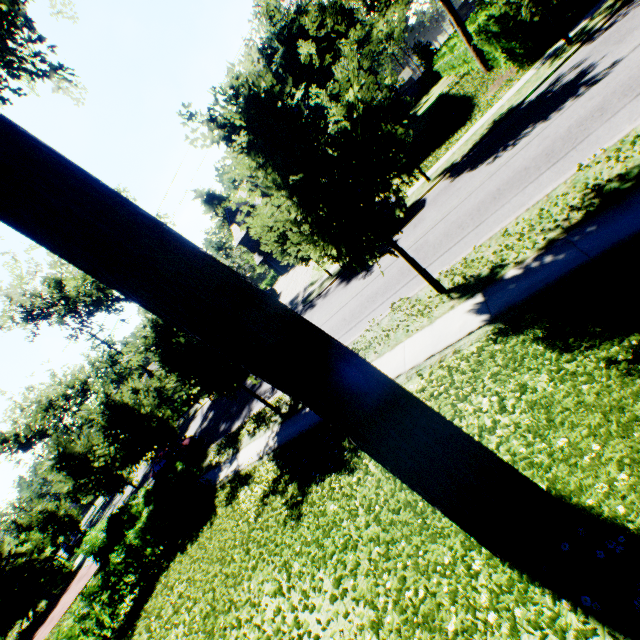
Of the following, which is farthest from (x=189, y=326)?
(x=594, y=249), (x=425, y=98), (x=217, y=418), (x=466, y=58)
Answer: (x=425, y=98)

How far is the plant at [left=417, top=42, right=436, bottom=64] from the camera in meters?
49.9

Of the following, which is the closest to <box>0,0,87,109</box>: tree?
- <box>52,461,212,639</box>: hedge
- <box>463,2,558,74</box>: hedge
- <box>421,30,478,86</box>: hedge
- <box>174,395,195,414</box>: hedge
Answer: <box>463,2,558,74</box>: hedge

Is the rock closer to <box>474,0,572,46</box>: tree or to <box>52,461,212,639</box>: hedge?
<box>474,0,572,46</box>: tree

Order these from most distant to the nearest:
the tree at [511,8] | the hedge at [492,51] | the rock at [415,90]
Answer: the rock at [415,90] < the hedge at [492,51] < the tree at [511,8]

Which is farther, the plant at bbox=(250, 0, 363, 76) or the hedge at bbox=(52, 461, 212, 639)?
Answer: the plant at bbox=(250, 0, 363, 76)

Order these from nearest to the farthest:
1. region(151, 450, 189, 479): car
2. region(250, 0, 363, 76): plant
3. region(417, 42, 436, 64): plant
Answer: region(151, 450, 189, 479): car < region(417, 42, 436, 64): plant < region(250, 0, 363, 76): plant

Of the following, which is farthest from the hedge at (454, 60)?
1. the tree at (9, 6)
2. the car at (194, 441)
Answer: the car at (194, 441)
